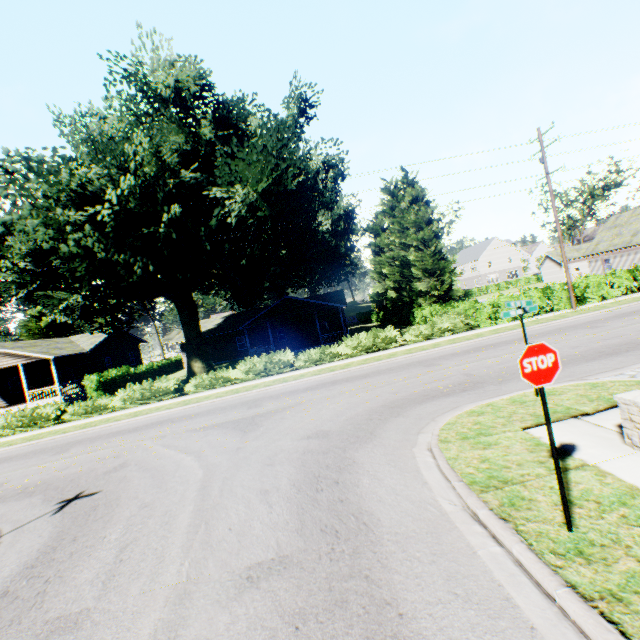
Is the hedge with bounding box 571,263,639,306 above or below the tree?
below

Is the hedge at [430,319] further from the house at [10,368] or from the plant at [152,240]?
the house at [10,368]

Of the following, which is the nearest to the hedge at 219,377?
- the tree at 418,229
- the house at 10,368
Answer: the tree at 418,229

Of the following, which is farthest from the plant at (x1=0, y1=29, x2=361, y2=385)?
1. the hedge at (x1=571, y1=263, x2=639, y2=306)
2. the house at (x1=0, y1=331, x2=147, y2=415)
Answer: the hedge at (x1=571, y1=263, x2=639, y2=306)

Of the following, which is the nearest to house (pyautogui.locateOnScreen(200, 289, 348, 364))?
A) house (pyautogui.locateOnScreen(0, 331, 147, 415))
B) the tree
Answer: the tree

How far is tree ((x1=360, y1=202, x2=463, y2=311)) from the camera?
32.2m

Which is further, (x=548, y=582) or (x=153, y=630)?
(x=153, y=630)
